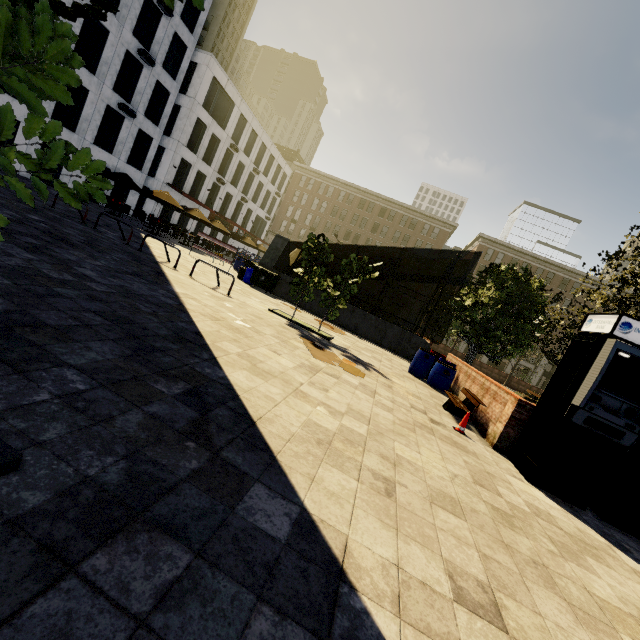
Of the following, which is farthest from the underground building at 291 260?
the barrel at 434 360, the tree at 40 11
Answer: the barrel at 434 360

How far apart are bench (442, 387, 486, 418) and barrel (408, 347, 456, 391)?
1.44m

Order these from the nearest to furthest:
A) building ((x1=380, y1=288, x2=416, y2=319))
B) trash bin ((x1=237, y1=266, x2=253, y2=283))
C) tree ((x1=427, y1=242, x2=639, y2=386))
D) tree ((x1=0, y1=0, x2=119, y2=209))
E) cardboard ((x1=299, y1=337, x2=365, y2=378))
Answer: tree ((x1=0, y1=0, x2=119, y2=209))
cardboard ((x1=299, y1=337, x2=365, y2=378))
tree ((x1=427, y1=242, x2=639, y2=386))
trash bin ((x1=237, y1=266, x2=253, y2=283))
building ((x1=380, y1=288, x2=416, y2=319))

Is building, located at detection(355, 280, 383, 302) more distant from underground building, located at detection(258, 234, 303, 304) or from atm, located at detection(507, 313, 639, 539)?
underground building, located at detection(258, 234, 303, 304)

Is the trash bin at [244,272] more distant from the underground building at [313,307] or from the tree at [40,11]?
the tree at [40,11]

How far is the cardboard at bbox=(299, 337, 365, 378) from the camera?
7.83m

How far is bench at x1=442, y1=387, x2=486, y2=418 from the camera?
7.90m

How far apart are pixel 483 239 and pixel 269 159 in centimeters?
3602cm
